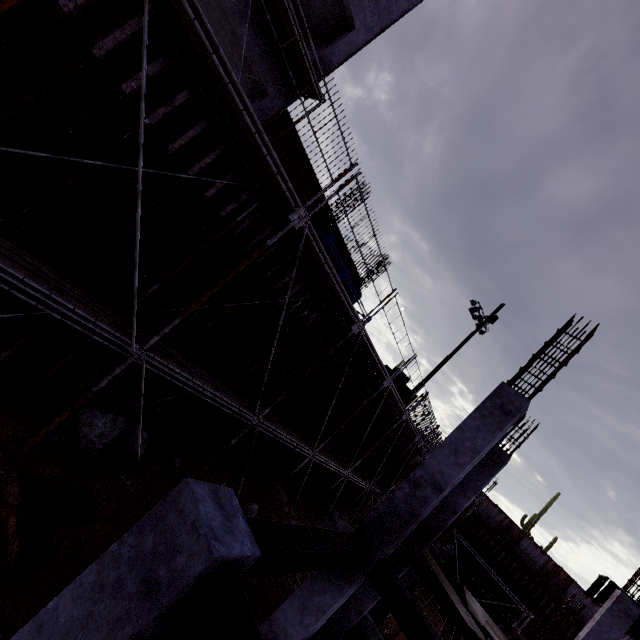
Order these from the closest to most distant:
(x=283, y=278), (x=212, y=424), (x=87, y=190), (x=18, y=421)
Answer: (x=87, y=190) < (x=18, y=421) < (x=283, y=278) < (x=212, y=424)

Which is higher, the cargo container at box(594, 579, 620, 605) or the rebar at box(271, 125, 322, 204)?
the cargo container at box(594, 579, 620, 605)

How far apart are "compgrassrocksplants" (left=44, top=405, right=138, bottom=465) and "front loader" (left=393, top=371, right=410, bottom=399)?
20.2 meters

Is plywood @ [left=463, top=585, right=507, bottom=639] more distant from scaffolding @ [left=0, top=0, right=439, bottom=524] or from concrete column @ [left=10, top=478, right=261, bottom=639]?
concrete column @ [left=10, top=478, right=261, bottom=639]

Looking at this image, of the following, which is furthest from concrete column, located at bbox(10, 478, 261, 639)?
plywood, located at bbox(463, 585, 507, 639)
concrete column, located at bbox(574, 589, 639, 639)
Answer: concrete column, located at bbox(574, 589, 639, 639)

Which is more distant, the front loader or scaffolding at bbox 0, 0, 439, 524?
the front loader

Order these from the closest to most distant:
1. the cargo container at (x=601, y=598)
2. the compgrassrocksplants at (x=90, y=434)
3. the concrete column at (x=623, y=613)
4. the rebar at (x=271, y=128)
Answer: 1. the compgrassrocksplants at (x=90, y=434)
2. the concrete column at (x=623, y=613)
3. the rebar at (x=271, y=128)
4. the cargo container at (x=601, y=598)

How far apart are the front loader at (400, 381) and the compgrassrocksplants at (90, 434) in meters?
20.2
